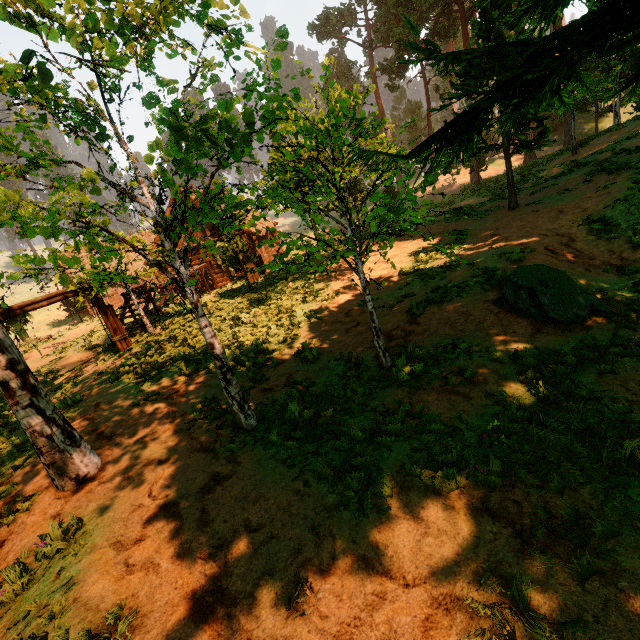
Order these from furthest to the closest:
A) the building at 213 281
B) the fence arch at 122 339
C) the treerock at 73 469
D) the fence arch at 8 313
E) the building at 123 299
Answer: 1. the building at 213 281
2. the building at 123 299
3. the fence arch at 122 339
4. the fence arch at 8 313
5. the treerock at 73 469

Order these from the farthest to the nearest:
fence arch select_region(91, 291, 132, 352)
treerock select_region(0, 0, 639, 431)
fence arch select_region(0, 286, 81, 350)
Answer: fence arch select_region(91, 291, 132, 352) → fence arch select_region(0, 286, 81, 350) → treerock select_region(0, 0, 639, 431)

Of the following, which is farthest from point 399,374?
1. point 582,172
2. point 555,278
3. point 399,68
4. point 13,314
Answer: point 399,68

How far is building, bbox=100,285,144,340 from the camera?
16.28m

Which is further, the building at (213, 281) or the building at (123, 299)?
the building at (213, 281)

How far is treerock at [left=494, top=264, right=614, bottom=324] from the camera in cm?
693

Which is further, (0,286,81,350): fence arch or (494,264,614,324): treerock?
(0,286,81,350): fence arch
